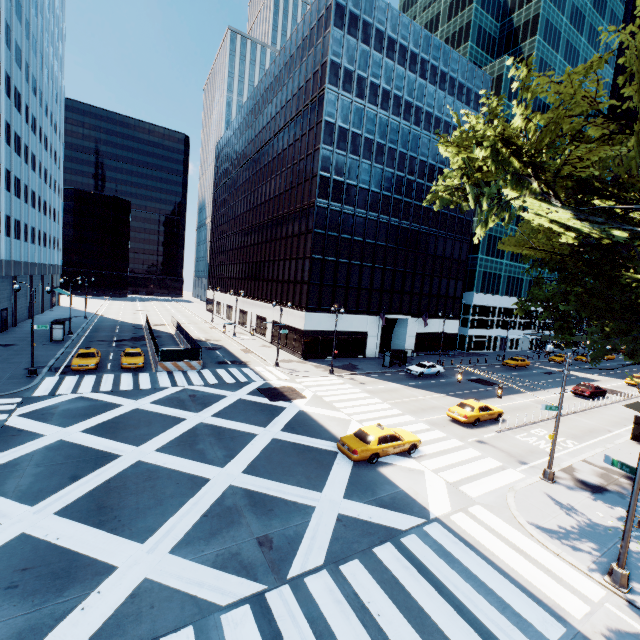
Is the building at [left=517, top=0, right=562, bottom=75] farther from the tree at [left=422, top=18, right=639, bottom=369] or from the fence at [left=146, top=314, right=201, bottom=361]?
the fence at [left=146, top=314, right=201, bottom=361]

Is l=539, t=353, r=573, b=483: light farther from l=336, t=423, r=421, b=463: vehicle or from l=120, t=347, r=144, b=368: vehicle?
l=120, t=347, r=144, b=368: vehicle

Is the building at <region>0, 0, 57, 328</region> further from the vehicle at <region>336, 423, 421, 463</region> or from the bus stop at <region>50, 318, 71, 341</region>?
the vehicle at <region>336, 423, 421, 463</region>

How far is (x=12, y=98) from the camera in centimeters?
3956cm

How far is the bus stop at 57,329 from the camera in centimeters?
3718cm

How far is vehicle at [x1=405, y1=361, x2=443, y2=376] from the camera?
37.56m

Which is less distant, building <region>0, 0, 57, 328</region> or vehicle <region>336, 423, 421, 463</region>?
vehicle <region>336, 423, 421, 463</region>

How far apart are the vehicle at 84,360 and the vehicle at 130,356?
1.5 meters
